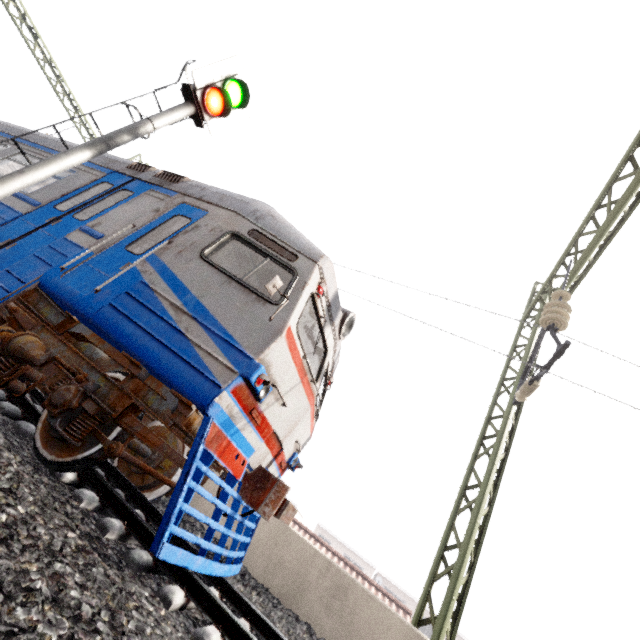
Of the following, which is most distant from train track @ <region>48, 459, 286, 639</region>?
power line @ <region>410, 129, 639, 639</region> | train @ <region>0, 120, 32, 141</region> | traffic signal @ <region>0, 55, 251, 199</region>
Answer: traffic signal @ <region>0, 55, 251, 199</region>

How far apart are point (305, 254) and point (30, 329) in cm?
393

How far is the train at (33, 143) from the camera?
6.8m

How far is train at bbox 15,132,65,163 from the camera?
6.8m

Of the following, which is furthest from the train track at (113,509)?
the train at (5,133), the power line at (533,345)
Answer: the power line at (533,345)

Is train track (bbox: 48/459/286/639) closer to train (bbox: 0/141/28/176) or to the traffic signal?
train (bbox: 0/141/28/176)
